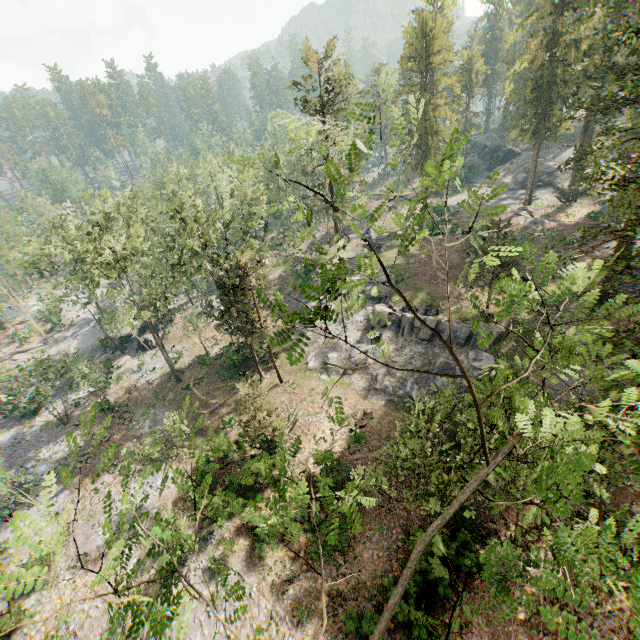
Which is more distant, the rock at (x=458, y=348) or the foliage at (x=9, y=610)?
the rock at (x=458, y=348)

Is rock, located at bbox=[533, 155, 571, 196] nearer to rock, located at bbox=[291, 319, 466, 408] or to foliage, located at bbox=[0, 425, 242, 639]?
foliage, located at bbox=[0, 425, 242, 639]

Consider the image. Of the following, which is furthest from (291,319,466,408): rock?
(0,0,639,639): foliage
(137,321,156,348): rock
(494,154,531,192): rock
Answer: (494,154,531,192): rock

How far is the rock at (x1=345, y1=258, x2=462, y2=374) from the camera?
28.1m

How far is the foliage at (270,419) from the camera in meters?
22.9 m

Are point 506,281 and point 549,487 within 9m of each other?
yes

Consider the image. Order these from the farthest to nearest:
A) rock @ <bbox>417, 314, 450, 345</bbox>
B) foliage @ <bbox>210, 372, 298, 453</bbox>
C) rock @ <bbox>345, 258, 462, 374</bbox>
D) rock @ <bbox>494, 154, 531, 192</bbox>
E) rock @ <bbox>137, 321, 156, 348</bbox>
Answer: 1. rock @ <bbox>494, 154, 531, 192</bbox>
2. rock @ <bbox>137, 321, 156, 348</bbox>
3. rock @ <bbox>417, 314, 450, 345</bbox>
4. rock @ <bbox>345, 258, 462, 374</bbox>
5. foliage @ <bbox>210, 372, 298, 453</bbox>

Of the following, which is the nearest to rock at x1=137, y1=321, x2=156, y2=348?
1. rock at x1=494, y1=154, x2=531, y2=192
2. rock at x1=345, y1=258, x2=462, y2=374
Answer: rock at x1=345, y1=258, x2=462, y2=374
